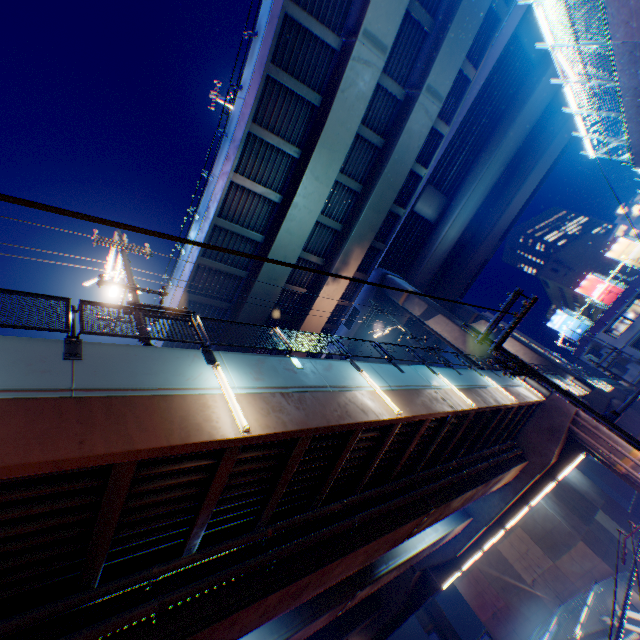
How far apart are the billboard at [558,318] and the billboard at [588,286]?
3.3m

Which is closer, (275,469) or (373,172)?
(275,469)

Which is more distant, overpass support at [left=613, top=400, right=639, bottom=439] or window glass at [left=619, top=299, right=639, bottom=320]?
window glass at [left=619, top=299, right=639, bottom=320]

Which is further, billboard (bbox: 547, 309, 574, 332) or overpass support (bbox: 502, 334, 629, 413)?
billboard (bbox: 547, 309, 574, 332)

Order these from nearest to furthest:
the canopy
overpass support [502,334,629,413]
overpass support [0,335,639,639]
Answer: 1. overpass support [0,335,639,639]
2. the canopy
3. overpass support [502,334,629,413]

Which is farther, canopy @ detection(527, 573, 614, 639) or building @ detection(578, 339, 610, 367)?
building @ detection(578, 339, 610, 367)

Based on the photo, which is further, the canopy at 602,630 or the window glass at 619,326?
the window glass at 619,326

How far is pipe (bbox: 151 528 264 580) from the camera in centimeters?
618cm
